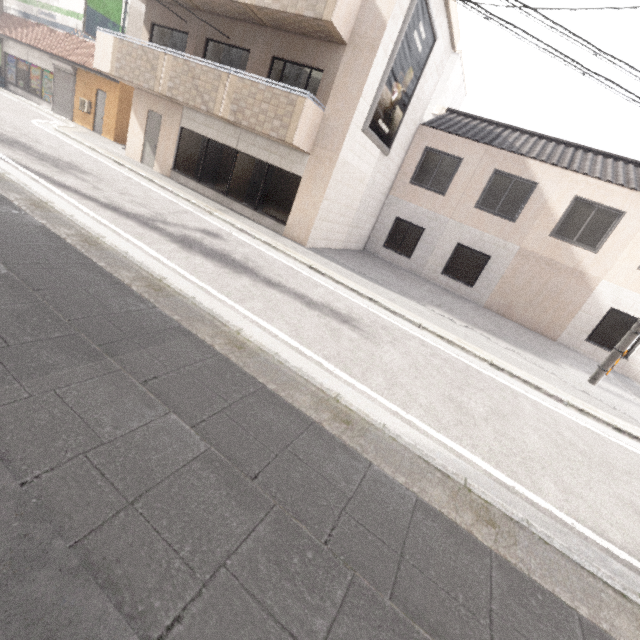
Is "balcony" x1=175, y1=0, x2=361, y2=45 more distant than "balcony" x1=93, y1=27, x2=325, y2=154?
No

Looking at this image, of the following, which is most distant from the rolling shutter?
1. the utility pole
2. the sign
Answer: the utility pole

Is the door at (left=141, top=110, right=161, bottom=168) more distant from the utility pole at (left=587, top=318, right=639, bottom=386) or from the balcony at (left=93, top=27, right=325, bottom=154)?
the utility pole at (left=587, top=318, right=639, bottom=386)

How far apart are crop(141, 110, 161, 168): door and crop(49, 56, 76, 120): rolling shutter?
8.9m

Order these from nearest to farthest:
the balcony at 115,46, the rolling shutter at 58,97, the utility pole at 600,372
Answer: the utility pole at 600,372 → the balcony at 115,46 → the rolling shutter at 58,97

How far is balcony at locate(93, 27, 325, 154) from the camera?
9.3m

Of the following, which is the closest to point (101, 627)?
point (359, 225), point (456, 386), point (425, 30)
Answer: point (456, 386)

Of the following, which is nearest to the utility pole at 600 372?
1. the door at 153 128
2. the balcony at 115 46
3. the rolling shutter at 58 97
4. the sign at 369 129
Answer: the sign at 369 129
